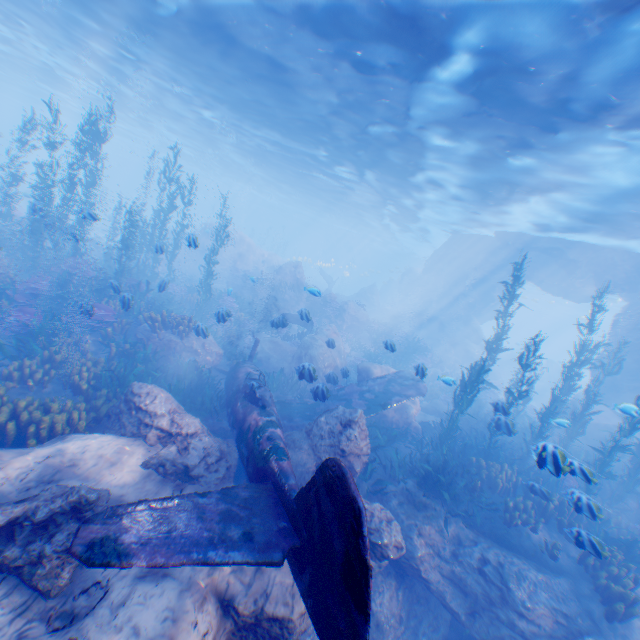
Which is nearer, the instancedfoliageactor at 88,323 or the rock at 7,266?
the instancedfoliageactor at 88,323

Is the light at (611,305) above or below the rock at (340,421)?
above

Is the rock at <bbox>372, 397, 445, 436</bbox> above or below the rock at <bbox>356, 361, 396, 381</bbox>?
below

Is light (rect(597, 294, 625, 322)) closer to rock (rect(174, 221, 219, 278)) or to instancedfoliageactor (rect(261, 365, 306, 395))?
rock (rect(174, 221, 219, 278))

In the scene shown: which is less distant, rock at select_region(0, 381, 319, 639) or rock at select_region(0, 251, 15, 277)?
rock at select_region(0, 381, 319, 639)

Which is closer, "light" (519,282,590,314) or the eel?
the eel

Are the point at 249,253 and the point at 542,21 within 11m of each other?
no
